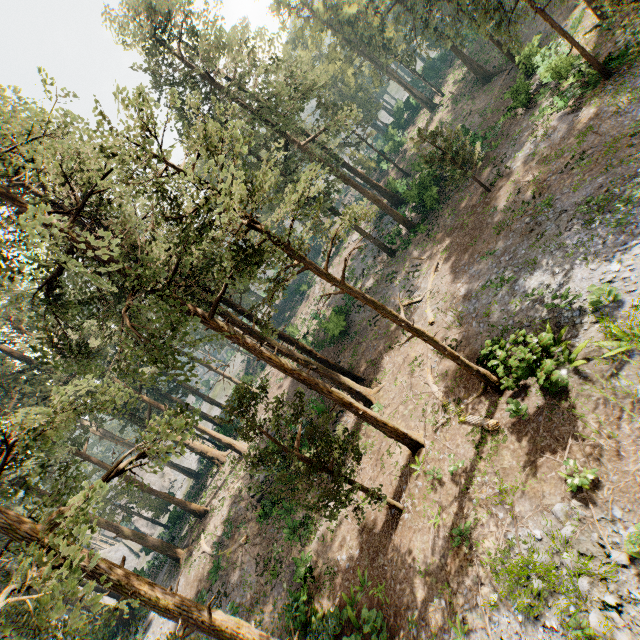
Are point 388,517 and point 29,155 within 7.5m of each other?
no

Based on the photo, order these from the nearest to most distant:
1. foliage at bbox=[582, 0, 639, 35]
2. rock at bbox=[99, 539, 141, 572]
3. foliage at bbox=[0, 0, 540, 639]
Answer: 1. foliage at bbox=[0, 0, 540, 639]
2. foliage at bbox=[582, 0, 639, 35]
3. rock at bbox=[99, 539, 141, 572]

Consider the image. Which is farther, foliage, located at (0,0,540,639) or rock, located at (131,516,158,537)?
rock, located at (131,516,158,537)

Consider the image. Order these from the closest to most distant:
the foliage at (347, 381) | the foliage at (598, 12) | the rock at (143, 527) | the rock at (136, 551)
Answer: the foliage at (347, 381) → the foliage at (598, 12) → the rock at (136, 551) → the rock at (143, 527)

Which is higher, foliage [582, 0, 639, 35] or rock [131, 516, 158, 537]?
rock [131, 516, 158, 537]

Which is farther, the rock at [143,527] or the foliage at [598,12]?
the rock at [143,527]

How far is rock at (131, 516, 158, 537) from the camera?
53.69m
